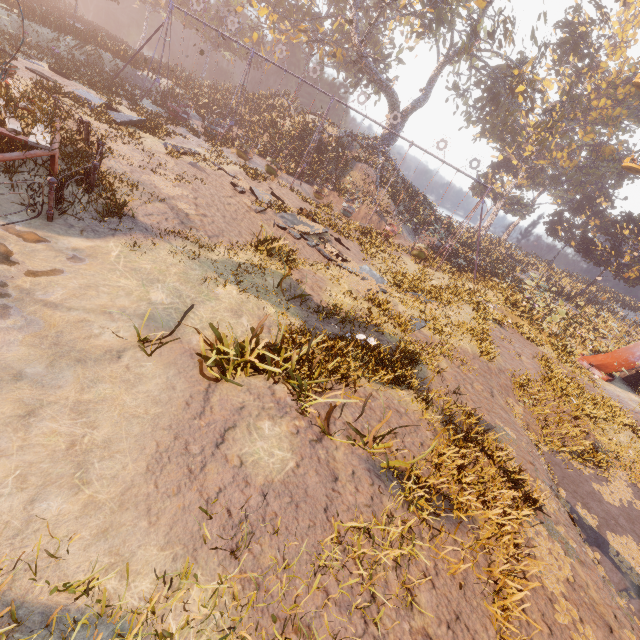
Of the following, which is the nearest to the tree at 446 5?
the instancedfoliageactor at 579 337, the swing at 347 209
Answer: the swing at 347 209

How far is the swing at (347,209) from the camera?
23.1m

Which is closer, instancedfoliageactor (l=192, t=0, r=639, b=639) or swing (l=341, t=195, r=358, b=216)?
instancedfoliageactor (l=192, t=0, r=639, b=639)

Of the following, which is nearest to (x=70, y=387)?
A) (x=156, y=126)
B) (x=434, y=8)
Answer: (x=156, y=126)

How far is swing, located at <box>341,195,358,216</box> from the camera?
23.08m

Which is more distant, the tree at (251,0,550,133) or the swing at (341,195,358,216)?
the tree at (251,0,550,133)

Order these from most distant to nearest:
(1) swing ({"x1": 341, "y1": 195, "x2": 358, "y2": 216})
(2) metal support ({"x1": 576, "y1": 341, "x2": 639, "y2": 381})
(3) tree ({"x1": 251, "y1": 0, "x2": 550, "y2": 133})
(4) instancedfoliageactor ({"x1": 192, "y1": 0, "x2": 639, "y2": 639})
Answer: (3) tree ({"x1": 251, "y1": 0, "x2": 550, "y2": 133}) < (1) swing ({"x1": 341, "y1": 195, "x2": 358, "y2": 216}) < (2) metal support ({"x1": 576, "y1": 341, "x2": 639, "y2": 381}) < (4) instancedfoliageactor ({"x1": 192, "y1": 0, "x2": 639, "y2": 639})

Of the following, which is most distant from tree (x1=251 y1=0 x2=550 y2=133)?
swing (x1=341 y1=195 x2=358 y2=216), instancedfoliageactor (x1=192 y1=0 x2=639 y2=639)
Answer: instancedfoliageactor (x1=192 y1=0 x2=639 y2=639)
